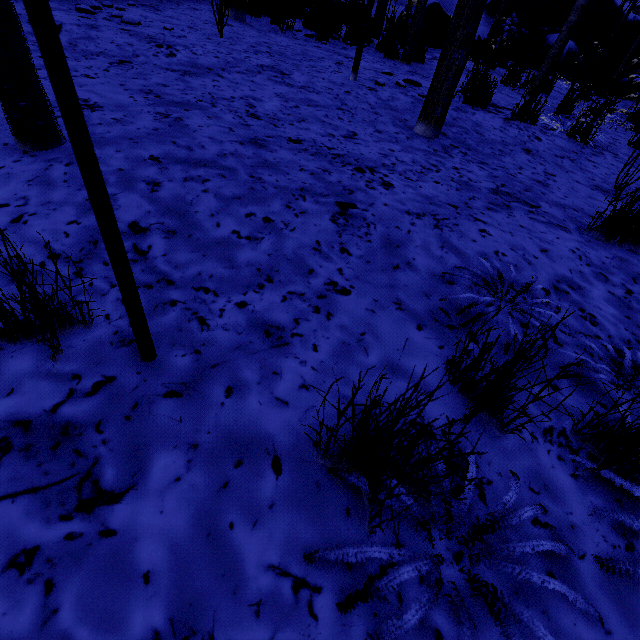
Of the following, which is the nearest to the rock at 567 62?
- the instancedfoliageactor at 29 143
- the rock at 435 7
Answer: the instancedfoliageactor at 29 143

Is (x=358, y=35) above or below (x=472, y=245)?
above

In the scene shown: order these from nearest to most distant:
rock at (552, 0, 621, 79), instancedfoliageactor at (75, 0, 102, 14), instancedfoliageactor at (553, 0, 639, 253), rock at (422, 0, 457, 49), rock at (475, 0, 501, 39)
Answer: instancedfoliageactor at (553, 0, 639, 253) < instancedfoliageactor at (75, 0, 102, 14) < rock at (422, 0, 457, 49) < rock at (552, 0, 621, 79) < rock at (475, 0, 501, 39)

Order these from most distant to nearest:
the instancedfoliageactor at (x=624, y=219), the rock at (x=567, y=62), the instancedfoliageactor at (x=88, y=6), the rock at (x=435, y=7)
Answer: the rock at (x=567, y=62) → the rock at (x=435, y=7) → the instancedfoliageactor at (x=88, y=6) → the instancedfoliageactor at (x=624, y=219)

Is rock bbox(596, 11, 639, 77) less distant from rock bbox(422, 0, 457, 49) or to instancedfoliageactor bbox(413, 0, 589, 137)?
instancedfoliageactor bbox(413, 0, 589, 137)

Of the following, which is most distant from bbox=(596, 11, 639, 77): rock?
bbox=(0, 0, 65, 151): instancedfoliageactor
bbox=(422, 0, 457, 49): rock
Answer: bbox=(422, 0, 457, 49): rock

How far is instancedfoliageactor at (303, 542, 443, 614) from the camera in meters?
0.7 m
